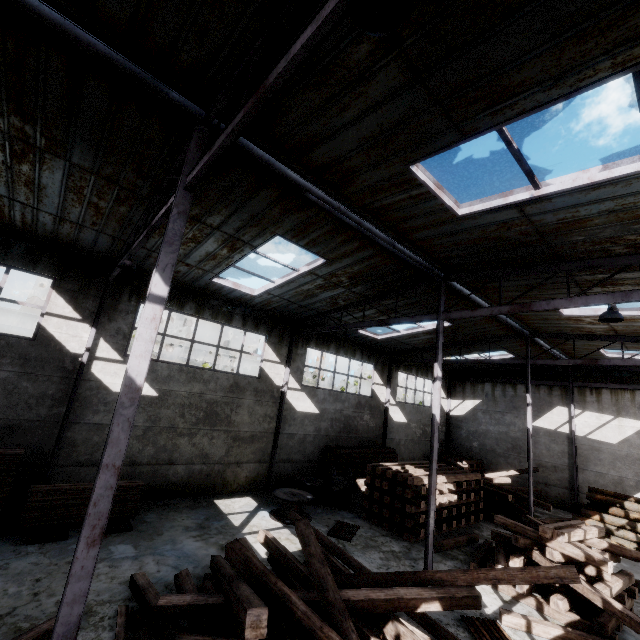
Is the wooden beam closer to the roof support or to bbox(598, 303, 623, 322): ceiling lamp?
the roof support

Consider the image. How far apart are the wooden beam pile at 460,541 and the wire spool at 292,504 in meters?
4.1

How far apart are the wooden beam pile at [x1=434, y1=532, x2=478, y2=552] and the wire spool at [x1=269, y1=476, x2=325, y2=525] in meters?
4.1

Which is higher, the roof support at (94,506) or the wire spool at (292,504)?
the roof support at (94,506)

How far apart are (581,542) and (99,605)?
12.1 meters

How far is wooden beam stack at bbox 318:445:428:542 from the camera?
11.4 meters

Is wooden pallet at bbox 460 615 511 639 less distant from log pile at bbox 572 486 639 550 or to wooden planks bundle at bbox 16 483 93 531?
wooden planks bundle at bbox 16 483 93 531

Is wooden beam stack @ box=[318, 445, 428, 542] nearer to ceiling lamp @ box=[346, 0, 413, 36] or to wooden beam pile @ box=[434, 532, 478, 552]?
wooden beam pile @ box=[434, 532, 478, 552]
